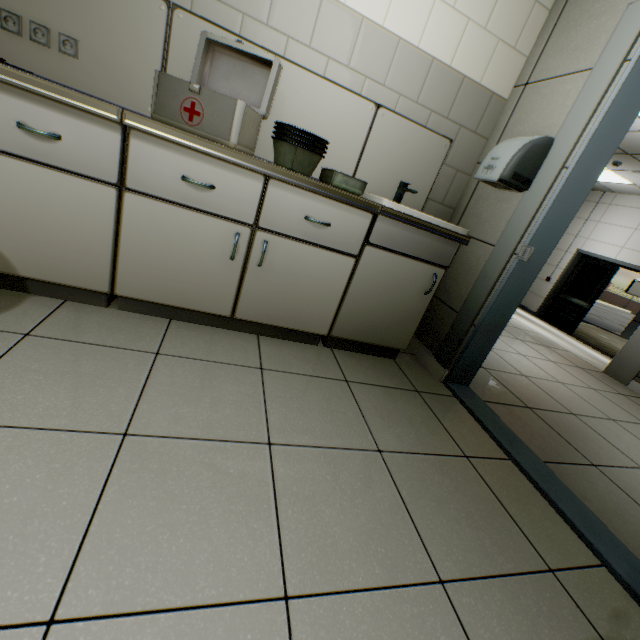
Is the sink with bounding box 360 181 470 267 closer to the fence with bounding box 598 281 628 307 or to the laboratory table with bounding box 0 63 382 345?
the laboratory table with bounding box 0 63 382 345

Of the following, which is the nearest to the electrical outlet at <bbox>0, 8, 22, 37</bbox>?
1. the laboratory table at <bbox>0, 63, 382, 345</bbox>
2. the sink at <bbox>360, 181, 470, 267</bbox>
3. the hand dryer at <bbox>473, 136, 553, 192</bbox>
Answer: the laboratory table at <bbox>0, 63, 382, 345</bbox>

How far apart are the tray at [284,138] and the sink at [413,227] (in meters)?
0.11

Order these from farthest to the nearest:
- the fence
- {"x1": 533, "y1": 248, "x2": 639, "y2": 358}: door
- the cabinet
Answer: the fence → {"x1": 533, "y1": 248, "x2": 639, "y2": 358}: door → the cabinet

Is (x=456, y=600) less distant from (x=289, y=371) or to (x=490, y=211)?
(x=289, y=371)

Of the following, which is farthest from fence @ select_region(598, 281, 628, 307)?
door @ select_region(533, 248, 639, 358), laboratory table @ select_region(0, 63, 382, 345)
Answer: laboratory table @ select_region(0, 63, 382, 345)

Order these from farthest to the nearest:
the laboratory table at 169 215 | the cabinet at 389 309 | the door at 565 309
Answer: the door at 565 309, the cabinet at 389 309, the laboratory table at 169 215

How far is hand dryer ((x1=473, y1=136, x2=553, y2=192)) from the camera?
1.8 meters
